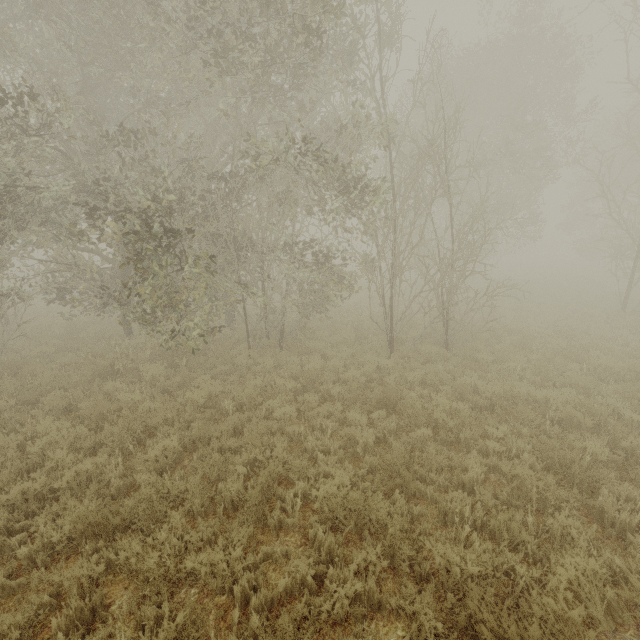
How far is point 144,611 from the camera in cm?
348
